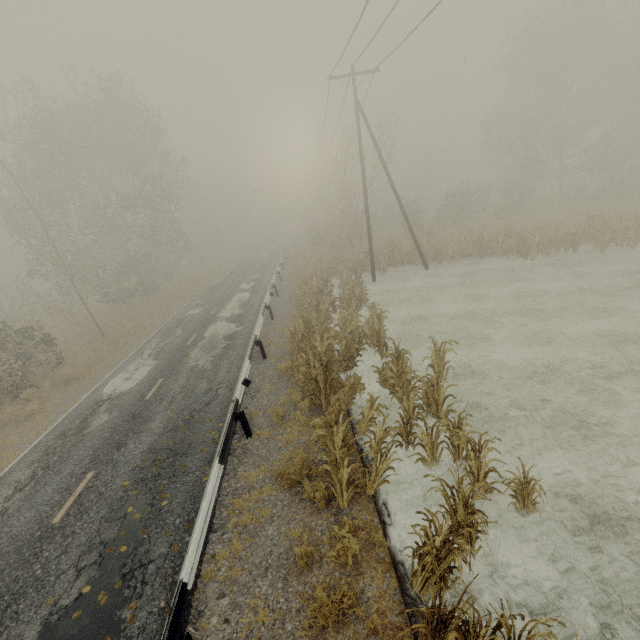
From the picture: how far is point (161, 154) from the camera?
48.1m

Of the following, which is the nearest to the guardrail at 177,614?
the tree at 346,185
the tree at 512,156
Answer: the tree at 346,185

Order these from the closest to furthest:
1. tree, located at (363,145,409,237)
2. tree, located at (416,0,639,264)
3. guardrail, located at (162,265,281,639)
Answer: guardrail, located at (162,265,281,639)
tree, located at (416,0,639,264)
tree, located at (363,145,409,237)

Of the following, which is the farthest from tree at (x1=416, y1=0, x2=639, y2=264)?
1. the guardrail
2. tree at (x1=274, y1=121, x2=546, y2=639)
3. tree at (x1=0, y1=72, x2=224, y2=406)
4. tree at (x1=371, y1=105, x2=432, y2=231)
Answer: tree at (x1=0, y1=72, x2=224, y2=406)

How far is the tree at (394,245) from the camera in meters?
23.0

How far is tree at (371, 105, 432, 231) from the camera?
24.9m

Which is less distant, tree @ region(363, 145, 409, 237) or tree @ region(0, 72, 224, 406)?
tree @ region(0, 72, 224, 406)
